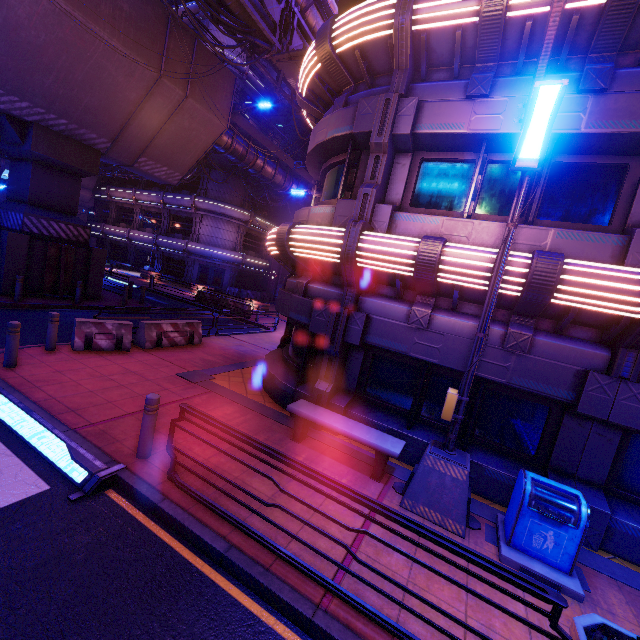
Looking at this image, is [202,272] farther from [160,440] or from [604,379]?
[604,379]

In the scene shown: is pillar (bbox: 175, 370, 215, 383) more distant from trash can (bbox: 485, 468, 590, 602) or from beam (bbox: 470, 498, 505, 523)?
trash can (bbox: 485, 468, 590, 602)

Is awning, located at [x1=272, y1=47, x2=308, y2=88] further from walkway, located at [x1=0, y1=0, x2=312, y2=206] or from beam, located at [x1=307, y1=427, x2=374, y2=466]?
beam, located at [x1=307, y1=427, x2=374, y2=466]

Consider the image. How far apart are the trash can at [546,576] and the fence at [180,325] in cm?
1047

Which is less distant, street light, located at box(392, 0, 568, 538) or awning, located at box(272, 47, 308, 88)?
street light, located at box(392, 0, 568, 538)

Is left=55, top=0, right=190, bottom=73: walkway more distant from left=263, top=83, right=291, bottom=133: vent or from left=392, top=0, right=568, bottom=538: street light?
left=392, top=0, right=568, bottom=538: street light

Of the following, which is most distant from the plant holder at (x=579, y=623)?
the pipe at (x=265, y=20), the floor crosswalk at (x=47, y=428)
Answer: the pipe at (x=265, y=20)

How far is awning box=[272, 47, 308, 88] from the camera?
13.54m
